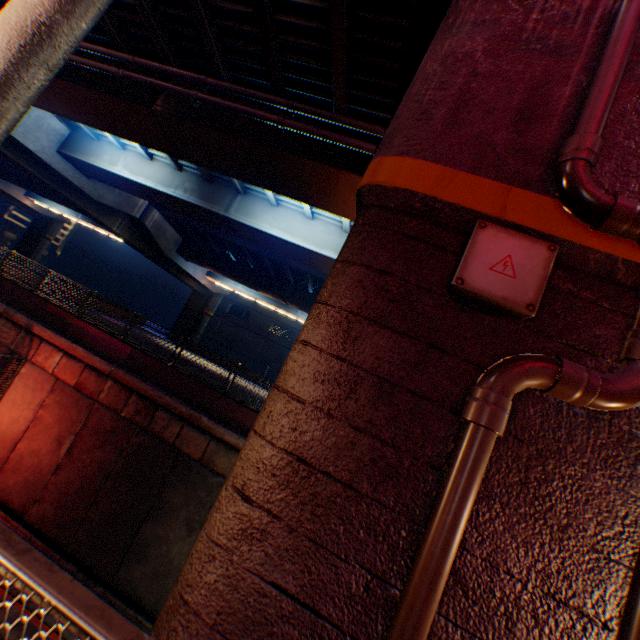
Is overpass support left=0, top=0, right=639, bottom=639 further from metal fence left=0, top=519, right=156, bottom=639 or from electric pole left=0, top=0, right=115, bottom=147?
electric pole left=0, top=0, right=115, bottom=147

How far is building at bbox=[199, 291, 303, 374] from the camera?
45.75m

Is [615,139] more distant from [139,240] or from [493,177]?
[139,240]

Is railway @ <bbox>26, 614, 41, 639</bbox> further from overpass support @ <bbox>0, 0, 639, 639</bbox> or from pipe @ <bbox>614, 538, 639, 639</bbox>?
pipe @ <bbox>614, 538, 639, 639</bbox>

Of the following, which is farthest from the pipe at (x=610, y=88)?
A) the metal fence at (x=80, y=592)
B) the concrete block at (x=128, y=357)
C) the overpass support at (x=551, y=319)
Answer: the concrete block at (x=128, y=357)

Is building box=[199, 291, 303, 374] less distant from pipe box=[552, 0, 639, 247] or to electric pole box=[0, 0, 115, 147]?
pipe box=[552, 0, 639, 247]

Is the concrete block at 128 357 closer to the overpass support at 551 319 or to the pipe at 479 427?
the overpass support at 551 319

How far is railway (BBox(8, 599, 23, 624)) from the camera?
8.5m
